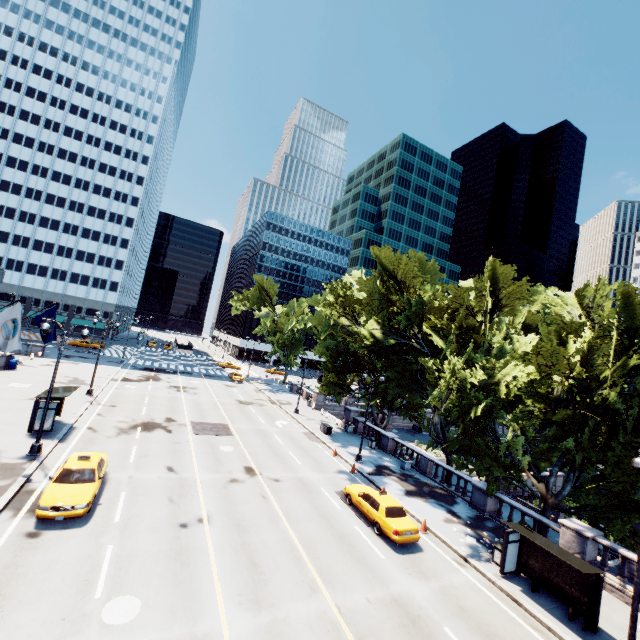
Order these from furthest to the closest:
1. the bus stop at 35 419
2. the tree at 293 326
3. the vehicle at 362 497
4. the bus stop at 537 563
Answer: the tree at 293 326 → the bus stop at 35 419 → the vehicle at 362 497 → the bus stop at 537 563

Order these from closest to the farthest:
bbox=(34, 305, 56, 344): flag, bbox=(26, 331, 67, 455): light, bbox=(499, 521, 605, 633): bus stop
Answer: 1. bbox=(499, 521, 605, 633): bus stop
2. bbox=(26, 331, 67, 455): light
3. bbox=(34, 305, 56, 344): flag

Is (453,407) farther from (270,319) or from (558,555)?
(270,319)

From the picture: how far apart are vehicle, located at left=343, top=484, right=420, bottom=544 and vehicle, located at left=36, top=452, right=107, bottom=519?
13.0m

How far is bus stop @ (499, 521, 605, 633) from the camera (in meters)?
12.55

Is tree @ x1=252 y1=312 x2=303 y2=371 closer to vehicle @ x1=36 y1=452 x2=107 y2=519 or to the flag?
vehicle @ x1=36 y1=452 x2=107 y2=519

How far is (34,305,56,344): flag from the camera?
19.6m

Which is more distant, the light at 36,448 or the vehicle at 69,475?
the light at 36,448
